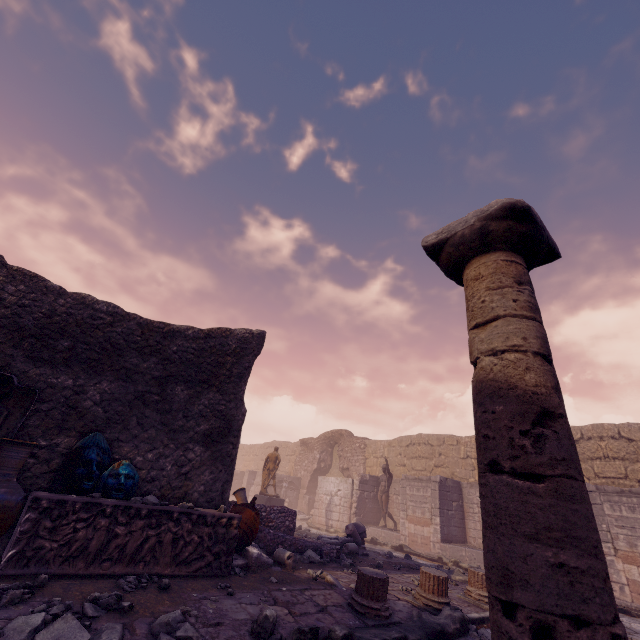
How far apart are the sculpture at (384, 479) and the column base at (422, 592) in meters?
9.9 m

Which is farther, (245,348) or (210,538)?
(245,348)

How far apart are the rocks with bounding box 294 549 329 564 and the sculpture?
8.40m

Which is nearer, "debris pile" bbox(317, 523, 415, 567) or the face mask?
the face mask

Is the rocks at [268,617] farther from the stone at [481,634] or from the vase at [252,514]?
the stone at [481,634]

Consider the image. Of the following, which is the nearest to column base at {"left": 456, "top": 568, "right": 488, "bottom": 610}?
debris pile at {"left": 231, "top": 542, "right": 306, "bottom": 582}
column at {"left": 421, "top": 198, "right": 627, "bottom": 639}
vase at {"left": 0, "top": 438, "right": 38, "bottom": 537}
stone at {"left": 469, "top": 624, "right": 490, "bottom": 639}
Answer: stone at {"left": 469, "top": 624, "right": 490, "bottom": 639}

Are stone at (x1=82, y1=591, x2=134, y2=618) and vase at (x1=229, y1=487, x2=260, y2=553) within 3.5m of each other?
yes

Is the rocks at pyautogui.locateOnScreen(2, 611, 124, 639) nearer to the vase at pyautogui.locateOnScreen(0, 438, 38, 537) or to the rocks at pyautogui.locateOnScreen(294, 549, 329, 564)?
the vase at pyautogui.locateOnScreen(0, 438, 38, 537)
